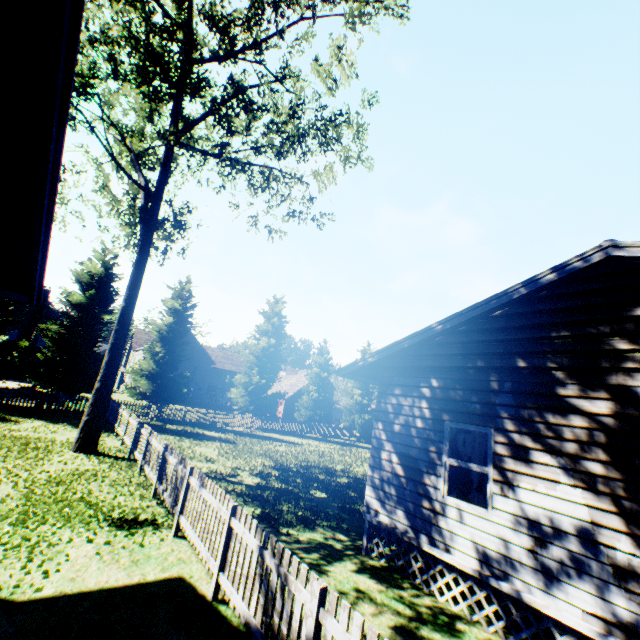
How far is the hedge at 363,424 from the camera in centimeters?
3581cm

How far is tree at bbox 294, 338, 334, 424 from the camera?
35.78m

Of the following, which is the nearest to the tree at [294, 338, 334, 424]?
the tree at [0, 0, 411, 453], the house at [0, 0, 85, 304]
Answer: the tree at [0, 0, 411, 453]

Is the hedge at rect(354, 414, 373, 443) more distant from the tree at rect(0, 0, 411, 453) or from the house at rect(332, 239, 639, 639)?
the tree at rect(0, 0, 411, 453)

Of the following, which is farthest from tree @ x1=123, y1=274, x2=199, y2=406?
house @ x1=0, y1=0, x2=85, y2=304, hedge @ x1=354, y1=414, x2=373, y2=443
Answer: hedge @ x1=354, y1=414, x2=373, y2=443

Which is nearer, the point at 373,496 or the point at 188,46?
the point at 373,496

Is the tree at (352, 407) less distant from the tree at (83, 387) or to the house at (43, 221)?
the tree at (83, 387)
